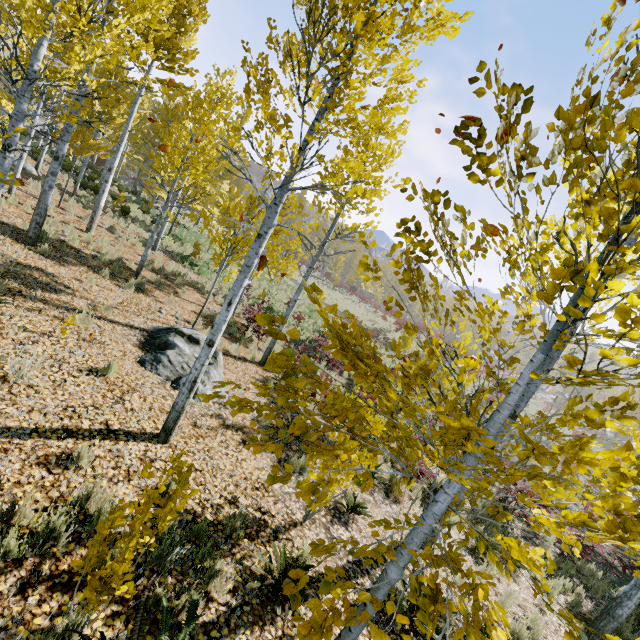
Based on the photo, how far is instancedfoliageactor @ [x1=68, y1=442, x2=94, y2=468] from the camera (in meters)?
3.82

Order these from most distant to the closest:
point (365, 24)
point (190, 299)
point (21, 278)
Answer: point (190, 299)
point (21, 278)
point (365, 24)

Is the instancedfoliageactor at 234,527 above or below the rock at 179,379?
below

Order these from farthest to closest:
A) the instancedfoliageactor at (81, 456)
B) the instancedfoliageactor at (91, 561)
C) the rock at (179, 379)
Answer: the rock at (179, 379) → the instancedfoliageactor at (81, 456) → the instancedfoliageactor at (91, 561)

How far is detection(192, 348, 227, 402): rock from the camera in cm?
679

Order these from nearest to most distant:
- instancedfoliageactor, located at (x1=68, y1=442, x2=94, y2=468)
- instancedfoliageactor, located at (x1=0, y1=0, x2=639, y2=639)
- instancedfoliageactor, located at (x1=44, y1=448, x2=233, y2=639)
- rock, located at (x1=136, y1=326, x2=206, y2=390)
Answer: instancedfoliageactor, located at (x1=0, y1=0, x2=639, y2=639) → instancedfoliageactor, located at (x1=44, y1=448, x2=233, y2=639) → instancedfoliageactor, located at (x1=68, y1=442, x2=94, y2=468) → rock, located at (x1=136, y1=326, x2=206, y2=390)
